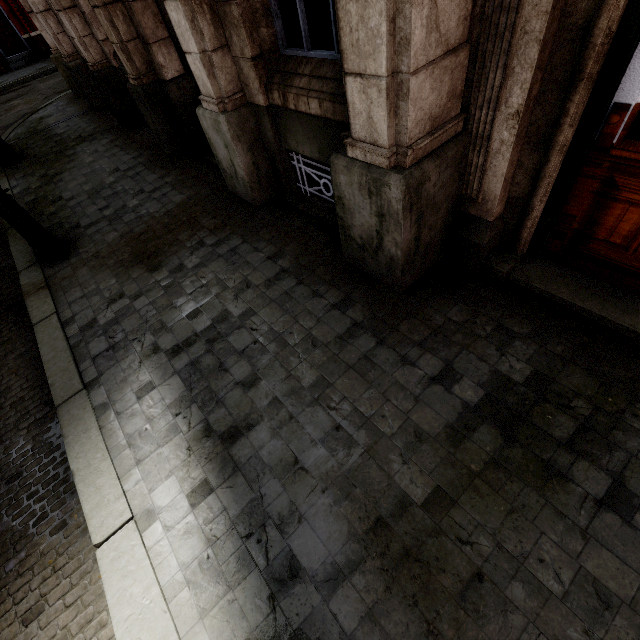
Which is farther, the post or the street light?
the street light

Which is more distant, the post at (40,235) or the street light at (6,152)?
the street light at (6,152)

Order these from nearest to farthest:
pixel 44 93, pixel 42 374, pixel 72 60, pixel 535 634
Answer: pixel 535 634 < pixel 42 374 < pixel 72 60 < pixel 44 93
